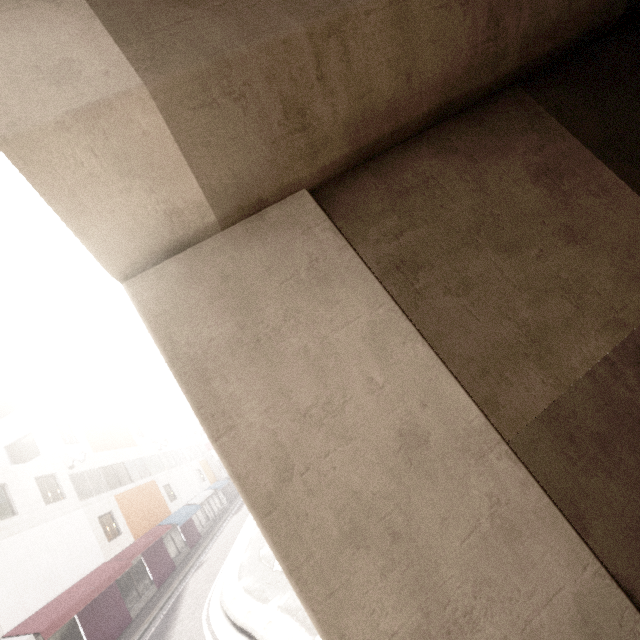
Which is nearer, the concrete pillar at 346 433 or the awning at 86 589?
the concrete pillar at 346 433

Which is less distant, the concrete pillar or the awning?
the concrete pillar

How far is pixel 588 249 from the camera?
3.4 meters
